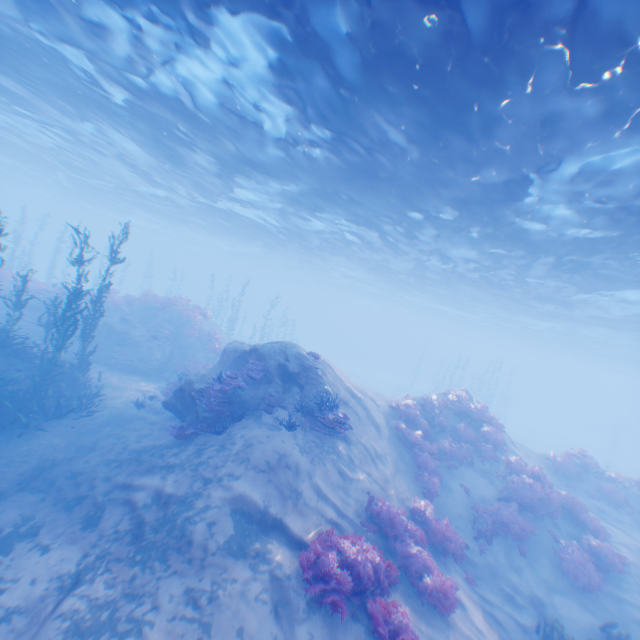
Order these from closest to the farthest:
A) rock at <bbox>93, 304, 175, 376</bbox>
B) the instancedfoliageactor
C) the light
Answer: the light < the instancedfoliageactor < rock at <bbox>93, 304, 175, 376</bbox>

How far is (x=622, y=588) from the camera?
10.9m

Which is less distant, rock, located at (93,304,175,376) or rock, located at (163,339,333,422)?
rock, located at (163,339,333,422)

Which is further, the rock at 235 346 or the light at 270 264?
the rock at 235 346

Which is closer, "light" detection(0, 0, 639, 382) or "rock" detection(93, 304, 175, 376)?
"light" detection(0, 0, 639, 382)

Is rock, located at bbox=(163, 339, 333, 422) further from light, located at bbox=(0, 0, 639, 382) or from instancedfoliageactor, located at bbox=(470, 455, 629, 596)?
instancedfoliageactor, located at bbox=(470, 455, 629, 596)

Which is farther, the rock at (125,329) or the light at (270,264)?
the rock at (125,329)

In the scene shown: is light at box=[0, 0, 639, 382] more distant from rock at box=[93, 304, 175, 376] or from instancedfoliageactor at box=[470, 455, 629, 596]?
rock at box=[93, 304, 175, 376]
